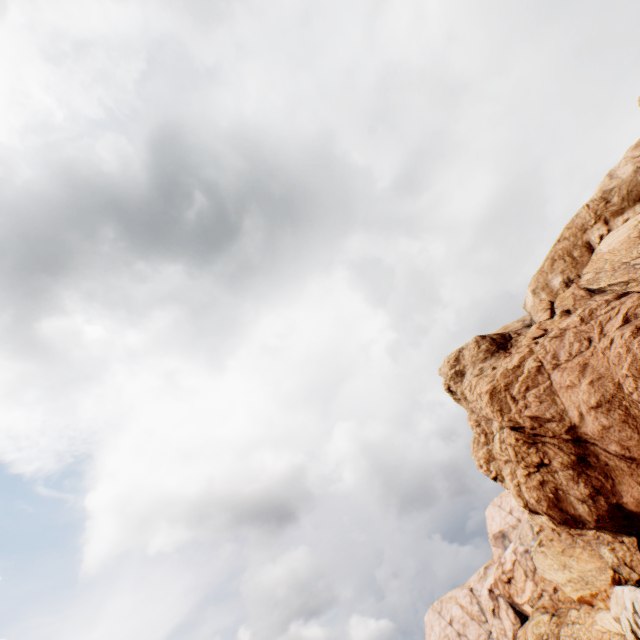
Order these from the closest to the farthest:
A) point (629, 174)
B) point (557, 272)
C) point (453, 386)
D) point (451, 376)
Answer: point (629, 174)
point (557, 272)
point (453, 386)
point (451, 376)
